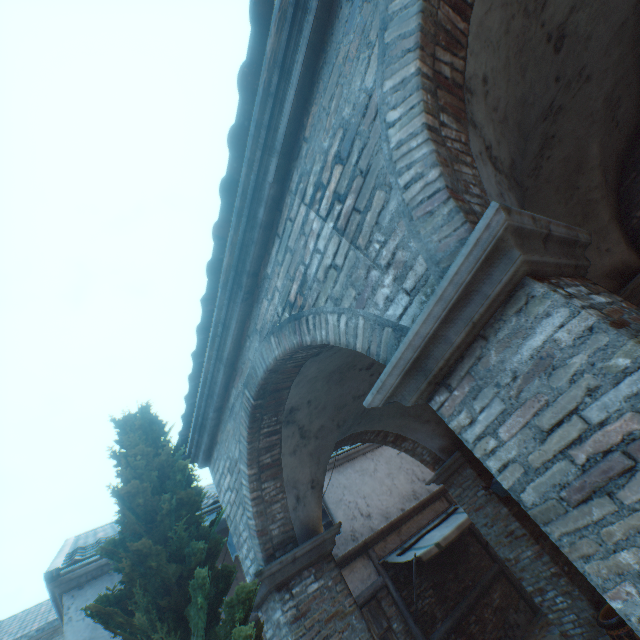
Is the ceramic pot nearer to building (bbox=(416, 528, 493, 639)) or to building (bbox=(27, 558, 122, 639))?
building (bbox=(416, 528, 493, 639))

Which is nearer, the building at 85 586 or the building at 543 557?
the building at 543 557

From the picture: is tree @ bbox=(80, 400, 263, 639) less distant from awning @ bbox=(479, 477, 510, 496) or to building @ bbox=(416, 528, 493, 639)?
awning @ bbox=(479, 477, 510, 496)

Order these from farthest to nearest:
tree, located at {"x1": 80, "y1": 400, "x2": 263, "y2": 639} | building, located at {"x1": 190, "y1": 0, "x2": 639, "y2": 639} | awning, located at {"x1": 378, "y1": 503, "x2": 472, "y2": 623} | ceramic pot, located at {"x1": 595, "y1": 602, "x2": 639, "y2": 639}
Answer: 1. awning, located at {"x1": 378, "y1": 503, "x2": 472, "y2": 623}
2. ceramic pot, located at {"x1": 595, "y1": 602, "x2": 639, "y2": 639}
3. tree, located at {"x1": 80, "y1": 400, "x2": 263, "y2": 639}
4. building, located at {"x1": 190, "y1": 0, "x2": 639, "y2": 639}

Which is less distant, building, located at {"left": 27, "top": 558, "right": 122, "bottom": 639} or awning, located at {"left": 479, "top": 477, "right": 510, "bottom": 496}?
awning, located at {"left": 479, "top": 477, "right": 510, "bottom": 496}

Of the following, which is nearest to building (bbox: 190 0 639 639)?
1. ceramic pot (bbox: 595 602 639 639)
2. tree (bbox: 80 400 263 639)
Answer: tree (bbox: 80 400 263 639)

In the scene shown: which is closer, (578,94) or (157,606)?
(157,606)

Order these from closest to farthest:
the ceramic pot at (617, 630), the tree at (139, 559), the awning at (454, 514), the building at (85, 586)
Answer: the tree at (139, 559)
the ceramic pot at (617, 630)
the building at (85, 586)
the awning at (454, 514)
